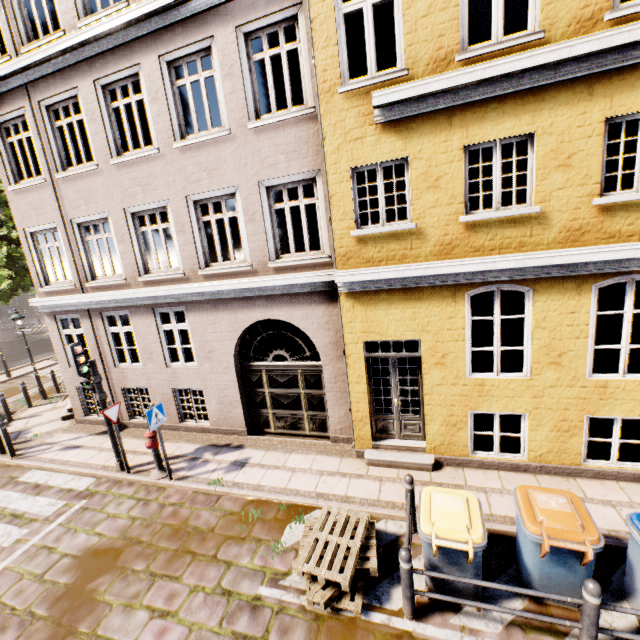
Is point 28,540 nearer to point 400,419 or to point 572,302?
point 400,419

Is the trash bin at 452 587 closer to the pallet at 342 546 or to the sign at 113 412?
the pallet at 342 546

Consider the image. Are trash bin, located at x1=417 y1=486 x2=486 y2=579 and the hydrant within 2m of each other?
no

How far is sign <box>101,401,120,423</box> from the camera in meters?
7.5 m

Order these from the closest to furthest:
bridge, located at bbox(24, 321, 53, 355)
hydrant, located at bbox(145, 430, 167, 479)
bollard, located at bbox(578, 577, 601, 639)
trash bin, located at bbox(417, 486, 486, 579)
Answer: bollard, located at bbox(578, 577, 601, 639) < trash bin, located at bbox(417, 486, 486, 579) < hydrant, located at bbox(145, 430, 167, 479) < bridge, located at bbox(24, 321, 53, 355)

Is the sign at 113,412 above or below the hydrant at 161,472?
above

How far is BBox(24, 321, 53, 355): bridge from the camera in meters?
30.5

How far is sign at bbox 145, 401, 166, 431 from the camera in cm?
702
